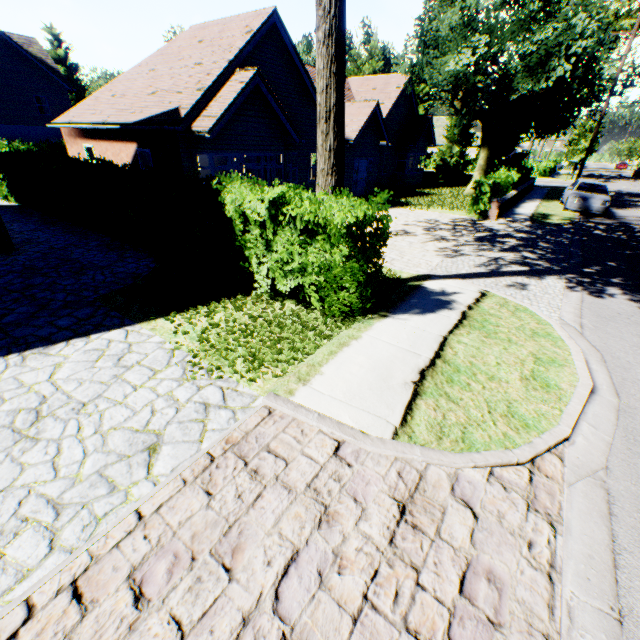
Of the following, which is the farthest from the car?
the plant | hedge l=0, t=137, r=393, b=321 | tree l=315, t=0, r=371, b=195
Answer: the plant

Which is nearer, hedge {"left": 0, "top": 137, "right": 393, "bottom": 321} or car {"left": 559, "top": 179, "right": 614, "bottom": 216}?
hedge {"left": 0, "top": 137, "right": 393, "bottom": 321}

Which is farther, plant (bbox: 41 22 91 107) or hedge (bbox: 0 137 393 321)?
plant (bbox: 41 22 91 107)

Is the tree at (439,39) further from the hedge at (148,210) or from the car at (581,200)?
the car at (581,200)

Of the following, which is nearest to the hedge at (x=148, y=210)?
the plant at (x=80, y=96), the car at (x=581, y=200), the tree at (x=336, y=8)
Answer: the tree at (x=336, y=8)

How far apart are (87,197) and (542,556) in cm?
1393

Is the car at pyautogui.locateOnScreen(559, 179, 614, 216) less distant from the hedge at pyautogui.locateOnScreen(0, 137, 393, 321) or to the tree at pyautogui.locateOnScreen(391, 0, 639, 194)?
the tree at pyautogui.locateOnScreen(391, 0, 639, 194)

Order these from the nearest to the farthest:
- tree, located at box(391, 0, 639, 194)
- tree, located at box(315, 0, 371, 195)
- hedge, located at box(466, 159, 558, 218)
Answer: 1. tree, located at box(315, 0, 371, 195)
2. hedge, located at box(466, 159, 558, 218)
3. tree, located at box(391, 0, 639, 194)
